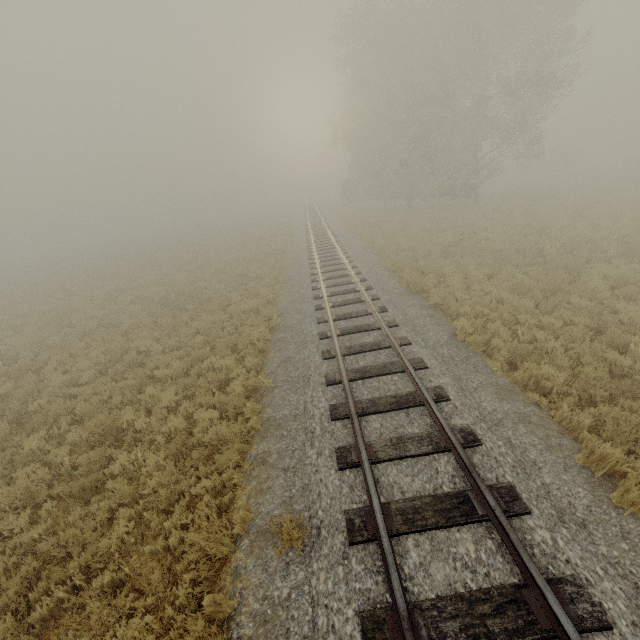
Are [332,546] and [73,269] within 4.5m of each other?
no

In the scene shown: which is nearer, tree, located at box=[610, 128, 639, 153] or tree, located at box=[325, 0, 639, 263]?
tree, located at box=[325, 0, 639, 263]

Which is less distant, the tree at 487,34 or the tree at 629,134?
the tree at 487,34
